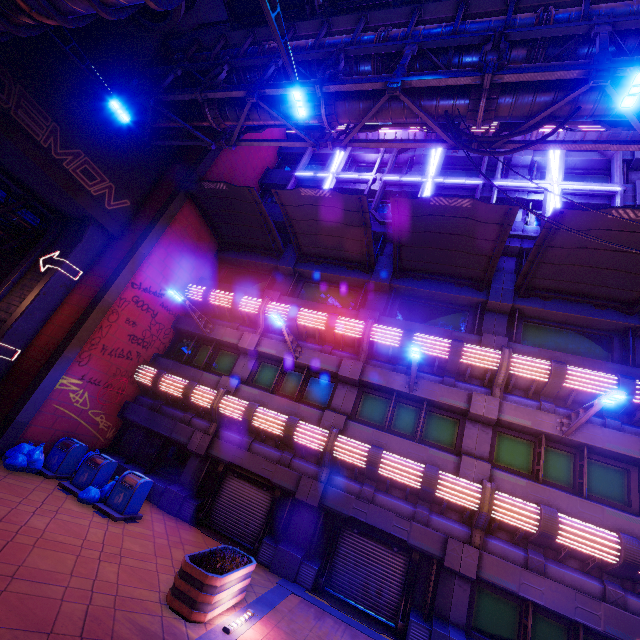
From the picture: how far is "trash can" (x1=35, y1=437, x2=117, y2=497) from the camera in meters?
10.6

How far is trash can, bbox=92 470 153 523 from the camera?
9.74m

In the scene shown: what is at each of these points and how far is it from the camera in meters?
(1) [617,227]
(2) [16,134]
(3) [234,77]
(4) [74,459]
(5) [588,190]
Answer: (1) awning, 9.5 m
(2) beam, 10.8 m
(3) walkway, 14.0 m
(4) trash can, 11.5 m
(5) neon sign, 14.1 m

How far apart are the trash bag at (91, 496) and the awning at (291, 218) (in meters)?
11.51

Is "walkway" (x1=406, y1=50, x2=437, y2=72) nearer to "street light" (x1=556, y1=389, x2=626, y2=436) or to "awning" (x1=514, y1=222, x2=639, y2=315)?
"awning" (x1=514, y1=222, x2=639, y2=315)

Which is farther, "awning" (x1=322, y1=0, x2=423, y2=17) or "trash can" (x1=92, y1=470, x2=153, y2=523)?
"awning" (x1=322, y1=0, x2=423, y2=17)

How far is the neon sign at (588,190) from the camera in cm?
1388

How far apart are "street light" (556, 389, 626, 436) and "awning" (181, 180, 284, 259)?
13.59m
